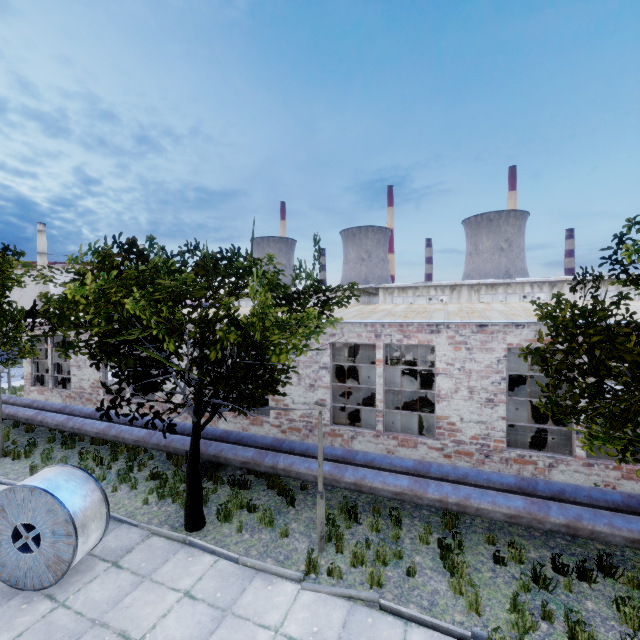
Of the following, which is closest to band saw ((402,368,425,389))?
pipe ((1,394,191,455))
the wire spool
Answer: pipe ((1,394,191,455))

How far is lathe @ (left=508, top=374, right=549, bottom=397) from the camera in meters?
18.7

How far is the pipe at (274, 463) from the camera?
8.8 meters

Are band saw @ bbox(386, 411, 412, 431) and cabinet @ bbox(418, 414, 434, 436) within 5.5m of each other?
yes

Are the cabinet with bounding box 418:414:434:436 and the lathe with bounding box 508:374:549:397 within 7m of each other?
no

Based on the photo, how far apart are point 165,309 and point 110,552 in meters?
5.8

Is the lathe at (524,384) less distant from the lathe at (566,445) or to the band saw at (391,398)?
the lathe at (566,445)

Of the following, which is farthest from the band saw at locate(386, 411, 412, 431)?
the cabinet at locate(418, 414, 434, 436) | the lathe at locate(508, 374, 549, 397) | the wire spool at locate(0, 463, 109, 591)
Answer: the lathe at locate(508, 374, 549, 397)
